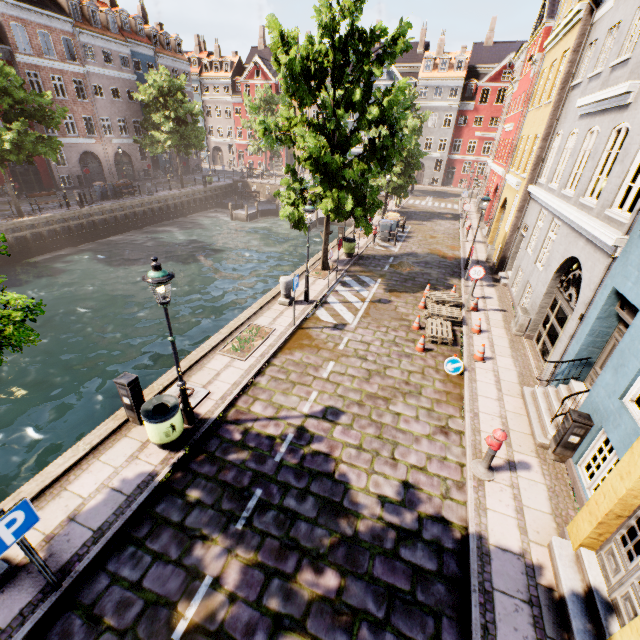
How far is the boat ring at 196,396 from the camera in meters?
7.9

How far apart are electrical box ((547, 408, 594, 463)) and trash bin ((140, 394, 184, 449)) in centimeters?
799cm

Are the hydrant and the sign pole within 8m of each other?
yes

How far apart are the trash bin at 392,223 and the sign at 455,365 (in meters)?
13.60

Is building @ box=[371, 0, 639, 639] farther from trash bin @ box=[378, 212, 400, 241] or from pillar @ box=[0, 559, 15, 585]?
trash bin @ box=[378, 212, 400, 241]

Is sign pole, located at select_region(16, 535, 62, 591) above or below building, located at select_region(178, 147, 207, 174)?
below

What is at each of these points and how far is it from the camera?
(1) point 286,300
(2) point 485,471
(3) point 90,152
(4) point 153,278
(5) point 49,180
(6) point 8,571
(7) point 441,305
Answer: (1) pillar, 12.7 meters
(2) hydrant, 6.6 meters
(3) building, 33.5 meters
(4) street light, 5.5 meters
(5) building, 30.8 meters
(6) pillar, 4.8 meters
(7) pallet, 12.7 meters

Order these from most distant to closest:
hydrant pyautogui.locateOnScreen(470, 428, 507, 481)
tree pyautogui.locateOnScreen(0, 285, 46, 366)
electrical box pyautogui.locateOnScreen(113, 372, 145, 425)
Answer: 1. electrical box pyautogui.locateOnScreen(113, 372, 145, 425)
2. hydrant pyautogui.locateOnScreen(470, 428, 507, 481)
3. tree pyautogui.locateOnScreen(0, 285, 46, 366)
